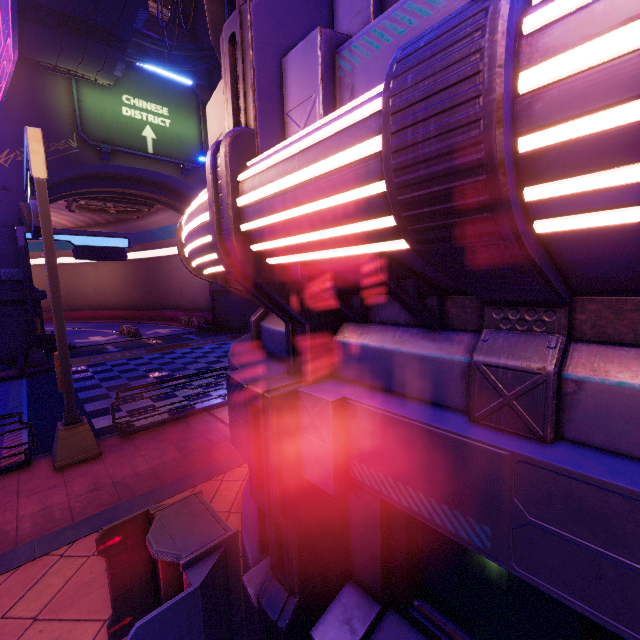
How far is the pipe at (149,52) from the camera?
21.5 meters

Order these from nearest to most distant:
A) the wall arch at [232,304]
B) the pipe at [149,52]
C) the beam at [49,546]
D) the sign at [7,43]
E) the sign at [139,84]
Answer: the beam at [49,546], the sign at [7,43], the sign at [139,84], the pipe at [149,52], the wall arch at [232,304]

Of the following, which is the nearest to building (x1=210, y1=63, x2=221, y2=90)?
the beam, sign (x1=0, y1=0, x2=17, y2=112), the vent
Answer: the vent

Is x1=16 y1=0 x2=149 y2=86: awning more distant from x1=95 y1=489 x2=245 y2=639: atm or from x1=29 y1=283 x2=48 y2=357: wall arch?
x1=95 y1=489 x2=245 y2=639: atm

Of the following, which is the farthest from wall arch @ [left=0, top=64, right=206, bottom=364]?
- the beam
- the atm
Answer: the atm

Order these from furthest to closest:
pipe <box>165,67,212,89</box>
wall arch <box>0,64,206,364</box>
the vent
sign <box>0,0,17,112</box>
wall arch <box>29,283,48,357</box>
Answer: the vent → pipe <box>165,67,212,89</box> → wall arch <box>29,283,48,357</box> → wall arch <box>0,64,206,364</box> → sign <box>0,0,17,112</box>

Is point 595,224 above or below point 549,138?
below

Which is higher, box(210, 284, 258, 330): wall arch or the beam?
box(210, 284, 258, 330): wall arch
